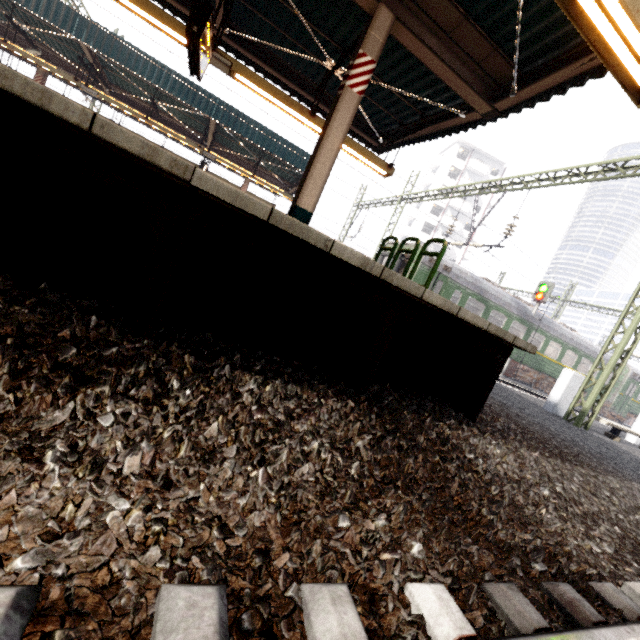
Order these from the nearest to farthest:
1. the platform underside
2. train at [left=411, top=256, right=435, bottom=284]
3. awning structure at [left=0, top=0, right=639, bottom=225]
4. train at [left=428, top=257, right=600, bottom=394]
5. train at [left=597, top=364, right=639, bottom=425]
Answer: the platform underside
awning structure at [left=0, top=0, right=639, bottom=225]
train at [left=411, top=256, right=435, bottom=284]
train at [left=428, top=257, right=600, bottom=394]
train at [left=597, top=364, right=639, bottom=425]

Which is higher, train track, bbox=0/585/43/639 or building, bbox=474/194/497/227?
building, bbox=474/194/497/227

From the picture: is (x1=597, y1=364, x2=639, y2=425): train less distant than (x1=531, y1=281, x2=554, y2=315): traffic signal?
No

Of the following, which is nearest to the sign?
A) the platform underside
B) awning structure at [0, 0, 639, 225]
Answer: Answer: awning structure at [0, 0, 639, 225]

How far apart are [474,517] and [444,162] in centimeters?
5773cm

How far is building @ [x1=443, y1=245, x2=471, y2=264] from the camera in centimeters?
5088cm

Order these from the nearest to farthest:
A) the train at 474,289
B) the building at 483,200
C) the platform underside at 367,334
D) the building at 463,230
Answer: the platform underside at 367,334 → the train at 474,289 → the building at 463,230 → the building at 483,200

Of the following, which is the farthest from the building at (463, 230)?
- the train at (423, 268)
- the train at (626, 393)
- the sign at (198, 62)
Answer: the sign at (198, 62)
